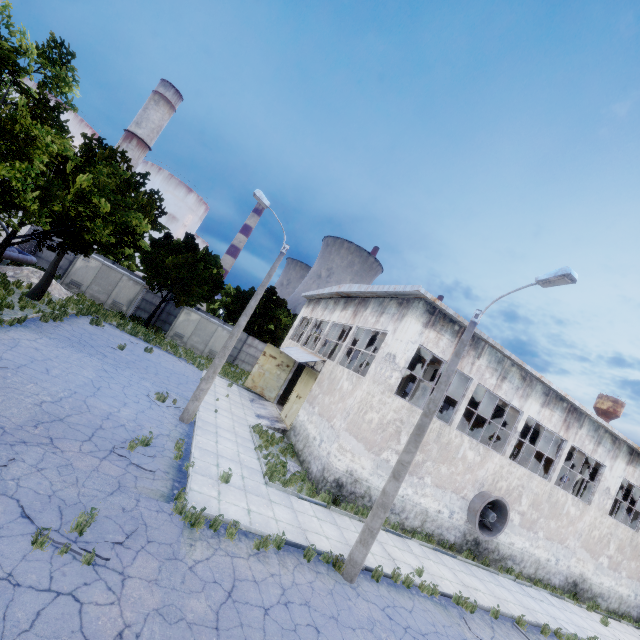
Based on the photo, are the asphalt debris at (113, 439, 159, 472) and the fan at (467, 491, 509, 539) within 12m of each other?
no

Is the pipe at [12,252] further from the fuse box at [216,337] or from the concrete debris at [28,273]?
the fuse box at [216,337]

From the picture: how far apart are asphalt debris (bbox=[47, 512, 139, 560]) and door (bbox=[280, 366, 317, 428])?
13.1 meters

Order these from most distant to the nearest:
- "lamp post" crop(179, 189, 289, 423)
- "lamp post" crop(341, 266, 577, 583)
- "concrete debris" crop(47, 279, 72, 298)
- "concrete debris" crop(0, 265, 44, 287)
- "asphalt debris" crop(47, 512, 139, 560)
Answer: "concrete debris" crop(47, 279, 72, 298) → "concrete debris" crop(0, 265, 44, 287) → "lamp post" crop(179, 189, 289, 423) → "lamp post" crop(341, 266, 577, 583) → "asphalt debris" crop(47, 512, 139, 560)

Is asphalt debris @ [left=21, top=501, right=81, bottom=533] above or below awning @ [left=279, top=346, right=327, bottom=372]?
below

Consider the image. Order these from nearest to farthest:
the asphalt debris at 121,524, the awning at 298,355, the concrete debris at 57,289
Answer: the asphalt debris at 121,524
the awning at 298,355
the concrete debris at 57,289

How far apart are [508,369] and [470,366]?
2.51m

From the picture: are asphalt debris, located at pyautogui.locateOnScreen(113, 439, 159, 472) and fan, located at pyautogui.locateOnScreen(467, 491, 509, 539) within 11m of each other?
no
